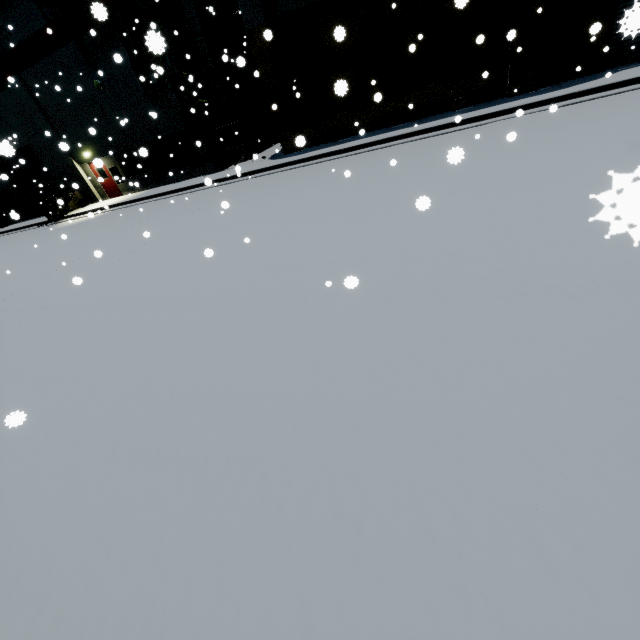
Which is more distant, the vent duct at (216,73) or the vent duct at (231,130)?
the vent duct at (231,130)

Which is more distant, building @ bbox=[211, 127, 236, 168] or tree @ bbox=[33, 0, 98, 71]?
building @ bbox=[211, 127, 236, 168]

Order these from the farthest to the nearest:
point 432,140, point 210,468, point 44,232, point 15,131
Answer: Answer: point 15,131 < point 44,232 < point 432,140 < point 210,468

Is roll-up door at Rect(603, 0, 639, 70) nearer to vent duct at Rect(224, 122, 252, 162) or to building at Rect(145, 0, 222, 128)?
building at Rect(145, 0, 222, 128)

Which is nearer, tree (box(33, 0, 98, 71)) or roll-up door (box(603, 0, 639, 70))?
roll-up door (box(603, 0, 639, 70))

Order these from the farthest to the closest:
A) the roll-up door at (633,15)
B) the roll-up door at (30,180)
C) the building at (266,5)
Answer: the roll-up door at (30,180) < the building at (266,5) < the roll-up door at (633,15)

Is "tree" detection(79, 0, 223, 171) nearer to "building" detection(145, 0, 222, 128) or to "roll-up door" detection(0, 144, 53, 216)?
"building" detection(145, 0, 222, 128)

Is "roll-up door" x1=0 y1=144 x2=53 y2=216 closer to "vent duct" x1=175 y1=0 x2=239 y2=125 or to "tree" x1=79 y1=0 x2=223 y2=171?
"tree" x1=79 y1=0 x2=223 y2=171
